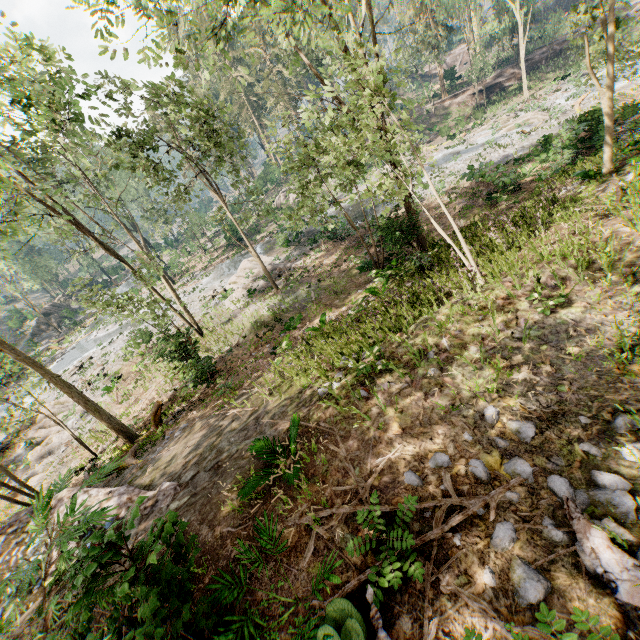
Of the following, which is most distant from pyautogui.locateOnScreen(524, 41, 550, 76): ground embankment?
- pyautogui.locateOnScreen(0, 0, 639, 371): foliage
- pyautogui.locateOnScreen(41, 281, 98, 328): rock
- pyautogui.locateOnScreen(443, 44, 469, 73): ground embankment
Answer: pyautogui.locateOnScreen(41, 281, 98, 328): rock

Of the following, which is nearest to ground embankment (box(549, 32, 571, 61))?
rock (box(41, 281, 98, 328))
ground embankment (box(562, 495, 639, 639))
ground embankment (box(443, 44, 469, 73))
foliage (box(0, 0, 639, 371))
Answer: foliage (box(0, 0, 639, 371))

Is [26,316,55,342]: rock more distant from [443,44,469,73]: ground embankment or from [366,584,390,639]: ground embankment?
[443,44,469,73]: ground embankment

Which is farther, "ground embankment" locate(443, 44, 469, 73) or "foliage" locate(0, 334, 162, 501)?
"ground embankment" locate(443, 44, 469, 73)

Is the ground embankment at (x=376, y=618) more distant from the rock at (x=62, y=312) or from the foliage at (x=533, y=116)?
the rock at (x=62, y=312)

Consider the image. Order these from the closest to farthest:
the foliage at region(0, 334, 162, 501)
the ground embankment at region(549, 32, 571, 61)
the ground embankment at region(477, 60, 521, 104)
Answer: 1. the foliage at region(0, 334, 162, 501)
2. the ground embankment at region(549, 32, 571, 61)
3. the ground embankment at region(477, 60, 521, 104)

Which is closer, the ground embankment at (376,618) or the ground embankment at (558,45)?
the ground embankment at (376,618)

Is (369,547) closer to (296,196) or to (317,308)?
(296,196)
